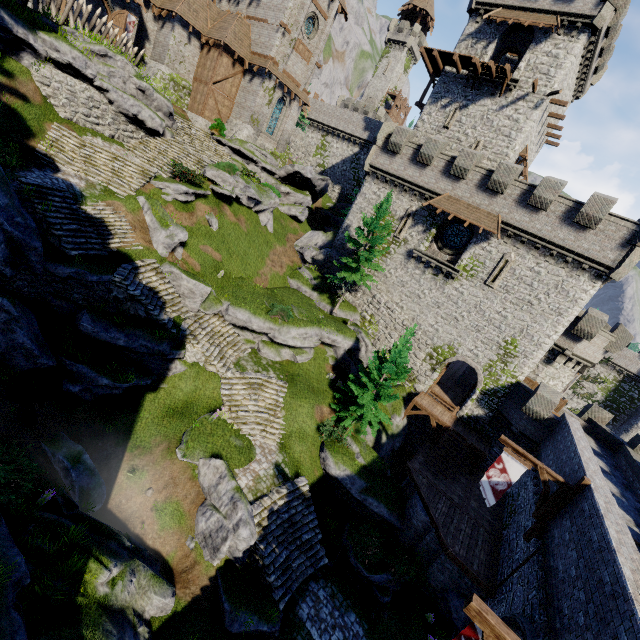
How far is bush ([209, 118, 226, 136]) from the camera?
30.83m

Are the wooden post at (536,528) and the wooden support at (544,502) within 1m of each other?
yes

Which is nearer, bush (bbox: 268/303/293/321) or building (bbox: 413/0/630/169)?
bush (bbox: 268/303/293/321)

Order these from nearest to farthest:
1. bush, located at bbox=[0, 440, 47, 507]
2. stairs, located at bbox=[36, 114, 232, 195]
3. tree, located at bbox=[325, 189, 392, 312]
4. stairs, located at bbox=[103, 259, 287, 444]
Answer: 1. bush, located at bbox=[0, 440, 47, 507]
2. stairs, located at bbox=[103, 259, 287, 444]
3. stairs, located at bbox=[36, 114, 232, 195]
4. tree, located at bbox=[325, 189, 392, 312]

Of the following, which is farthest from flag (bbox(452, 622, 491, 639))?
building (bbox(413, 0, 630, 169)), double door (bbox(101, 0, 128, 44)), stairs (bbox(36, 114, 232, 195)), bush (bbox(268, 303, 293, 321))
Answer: double door (bbox(101, 0, 128, 44))

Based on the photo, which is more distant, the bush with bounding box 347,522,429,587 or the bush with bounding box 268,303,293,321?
the bush with bounding box 268,303,293,321

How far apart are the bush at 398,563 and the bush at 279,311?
14.6m

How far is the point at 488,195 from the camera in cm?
2362
